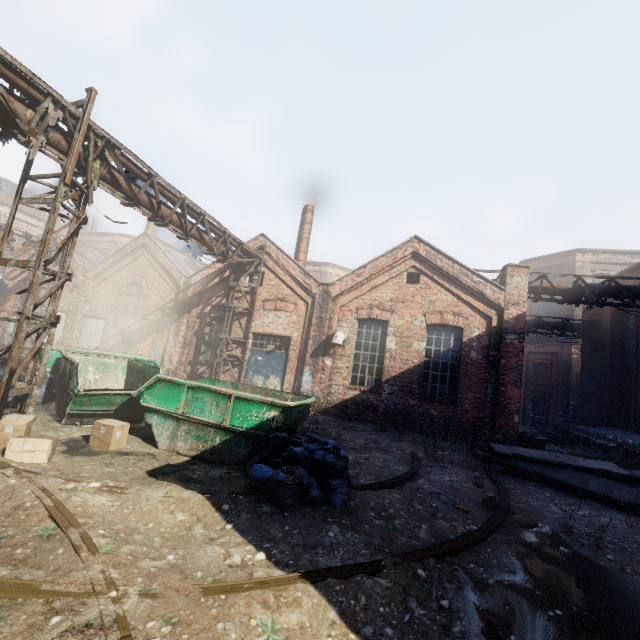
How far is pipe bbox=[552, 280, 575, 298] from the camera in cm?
1217

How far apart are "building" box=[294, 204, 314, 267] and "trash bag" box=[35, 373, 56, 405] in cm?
1069

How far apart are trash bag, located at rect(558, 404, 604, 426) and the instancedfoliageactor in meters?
14.6

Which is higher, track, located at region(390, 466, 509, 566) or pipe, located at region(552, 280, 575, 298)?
pipe, located at region(552, 280, 575, 298)

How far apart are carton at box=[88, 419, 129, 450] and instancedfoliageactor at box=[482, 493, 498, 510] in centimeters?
690cm

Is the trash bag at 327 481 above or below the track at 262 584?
above

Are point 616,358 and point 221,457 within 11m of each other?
no

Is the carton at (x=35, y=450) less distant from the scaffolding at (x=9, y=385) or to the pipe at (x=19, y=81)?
the scaffolding at (x=9, y=385)
